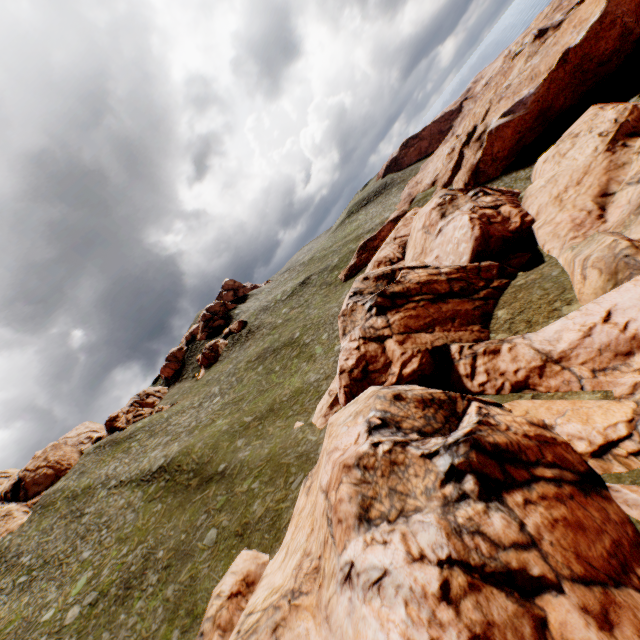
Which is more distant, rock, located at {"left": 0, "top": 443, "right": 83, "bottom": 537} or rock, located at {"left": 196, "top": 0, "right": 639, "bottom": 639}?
rock, located at {"left": 0, "top": 443, "right": 83, "bottom": 537}

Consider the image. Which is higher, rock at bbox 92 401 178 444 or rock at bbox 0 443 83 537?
rock at bbox 0 443 83 537

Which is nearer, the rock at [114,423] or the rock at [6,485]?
the rock at [6,485]

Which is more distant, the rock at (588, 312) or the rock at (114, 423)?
the rock at (114, 423)

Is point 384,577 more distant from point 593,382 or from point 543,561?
point 593,382

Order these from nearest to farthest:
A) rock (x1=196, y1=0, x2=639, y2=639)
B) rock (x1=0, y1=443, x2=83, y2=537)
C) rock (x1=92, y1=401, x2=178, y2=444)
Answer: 1. rock (x1=196, y1=0, x2=639, y2=639)
2. rock (x1=0, y1=443, x2=83, y2=537)
3. rock (x1=92, y1=401, x2=178, y2=444)

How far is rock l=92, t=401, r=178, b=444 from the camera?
54.7m

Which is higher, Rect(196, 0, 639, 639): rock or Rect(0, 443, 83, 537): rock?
Rect(0, 443, 83, 537): rock
